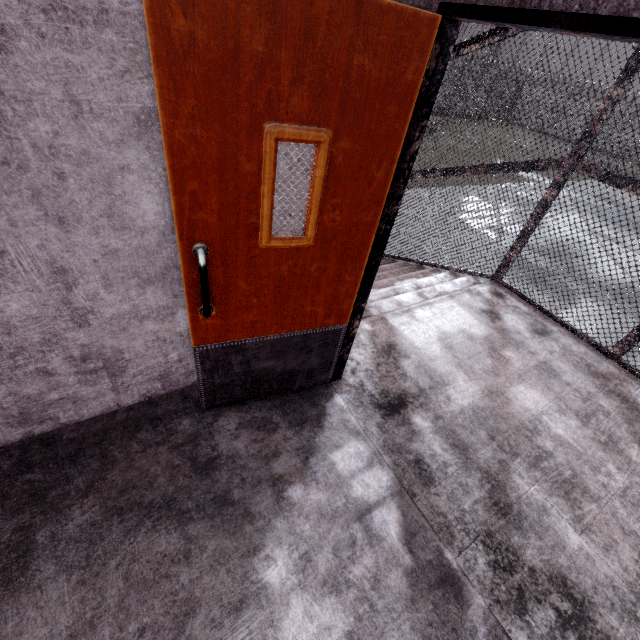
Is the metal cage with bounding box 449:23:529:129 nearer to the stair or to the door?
the stair

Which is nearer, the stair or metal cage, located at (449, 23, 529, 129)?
the stair

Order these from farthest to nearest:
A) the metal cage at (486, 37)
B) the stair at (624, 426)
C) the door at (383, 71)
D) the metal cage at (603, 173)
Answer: the metal cage at (486, 37), the metal cage at (603, 173), the stair at (624, 426), the door at (383, 71)

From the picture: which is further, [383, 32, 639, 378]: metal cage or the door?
[383, 32, 639, 378]: metal cage

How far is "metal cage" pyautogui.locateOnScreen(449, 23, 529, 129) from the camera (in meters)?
3.50

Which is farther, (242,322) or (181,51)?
(242,322)

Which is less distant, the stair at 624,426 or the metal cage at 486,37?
the stair at 624,426

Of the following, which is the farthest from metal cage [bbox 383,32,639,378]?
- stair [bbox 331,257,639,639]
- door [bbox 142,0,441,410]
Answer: door [bbox 142,0,441,410]
